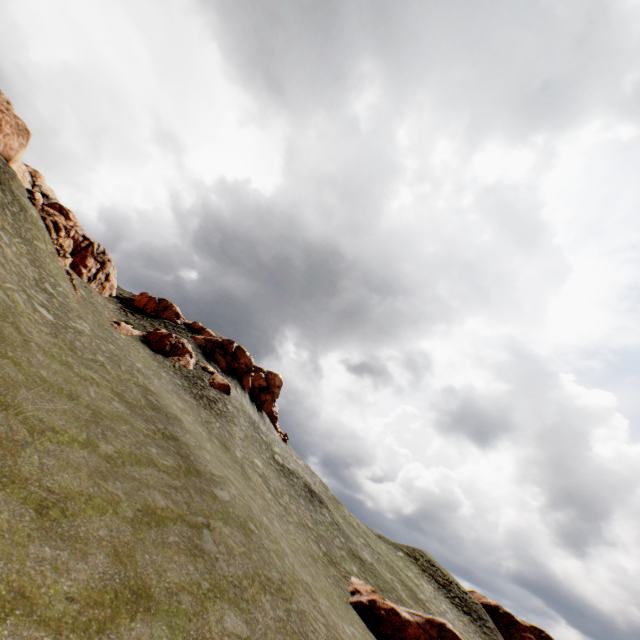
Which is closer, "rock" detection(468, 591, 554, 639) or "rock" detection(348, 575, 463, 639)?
"rock" detection(348, 575, 463, 639)

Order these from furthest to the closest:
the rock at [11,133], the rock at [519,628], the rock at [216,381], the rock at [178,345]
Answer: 1. the rock at [519,628]
2. the rock at [216,381]
3. the rock at [178,345]
4. the rock at [11,133]

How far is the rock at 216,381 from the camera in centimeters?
3662cm

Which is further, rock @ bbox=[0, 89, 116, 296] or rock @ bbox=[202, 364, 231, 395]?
rock @ bbox=[202, 364, 231, 395]

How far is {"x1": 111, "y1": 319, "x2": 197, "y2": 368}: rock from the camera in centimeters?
3444cm

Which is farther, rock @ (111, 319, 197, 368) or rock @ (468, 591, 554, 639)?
rock @ (468, 591, 554, 639)

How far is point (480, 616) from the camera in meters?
46.3
